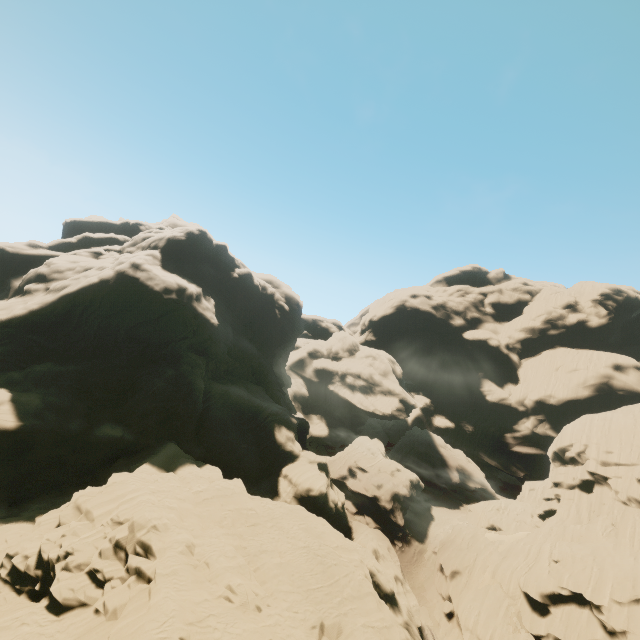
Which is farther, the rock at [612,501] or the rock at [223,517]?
the rock at [612,501]

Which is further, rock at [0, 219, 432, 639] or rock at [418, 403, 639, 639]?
rock at [418, 403, 639, 639]

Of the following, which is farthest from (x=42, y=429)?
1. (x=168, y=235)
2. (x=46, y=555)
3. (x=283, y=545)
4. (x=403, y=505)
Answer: (x=403, y=505)
